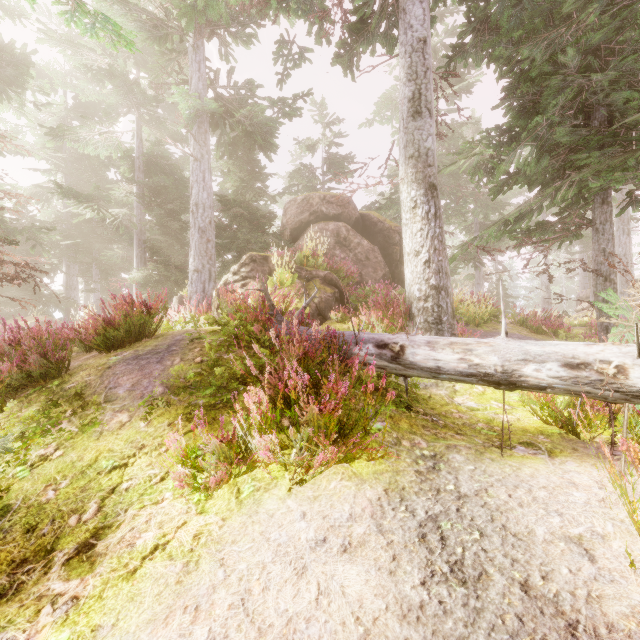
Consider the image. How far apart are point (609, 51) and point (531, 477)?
10.7 meters

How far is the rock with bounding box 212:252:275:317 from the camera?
8.5 meters

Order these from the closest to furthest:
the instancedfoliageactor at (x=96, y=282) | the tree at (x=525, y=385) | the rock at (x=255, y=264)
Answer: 1. the tree at (x=525, y=385)
2. the instancedfoliageactor at (x=96, y=282)
3. the rock at (x=255, y=264)

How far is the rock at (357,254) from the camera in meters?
13.0

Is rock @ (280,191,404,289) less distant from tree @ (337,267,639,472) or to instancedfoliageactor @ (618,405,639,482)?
instancedfoliageactor @ (618,405,639,482)
